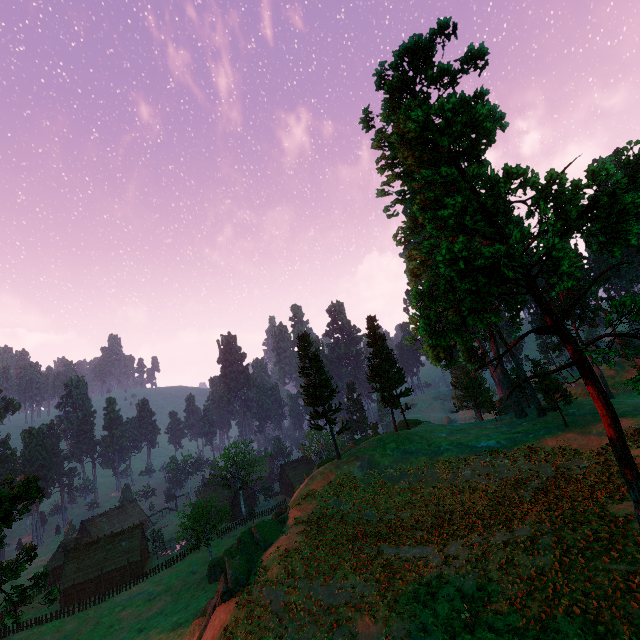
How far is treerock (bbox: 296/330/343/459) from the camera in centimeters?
3956cm

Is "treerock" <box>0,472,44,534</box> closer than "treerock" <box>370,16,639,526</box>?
No

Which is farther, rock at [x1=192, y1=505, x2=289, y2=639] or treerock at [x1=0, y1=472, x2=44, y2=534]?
Result: rock at [x1=192, y1=505, x2=289, y2=639]

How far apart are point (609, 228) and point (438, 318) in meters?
5.2 m

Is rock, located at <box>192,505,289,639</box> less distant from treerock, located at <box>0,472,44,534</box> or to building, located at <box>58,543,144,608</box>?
treerock, located at <box>0,472,44,534</box>

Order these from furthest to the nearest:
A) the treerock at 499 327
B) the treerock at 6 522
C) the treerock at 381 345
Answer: the treerock at 381 345, the treerock at 6 522, the treerock at 499 327

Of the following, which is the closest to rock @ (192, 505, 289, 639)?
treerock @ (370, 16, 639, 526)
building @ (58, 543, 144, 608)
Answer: treerock @ (370, 16, 639, 526)

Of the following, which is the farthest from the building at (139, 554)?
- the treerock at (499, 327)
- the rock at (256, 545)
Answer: the rock at (256, 545)
